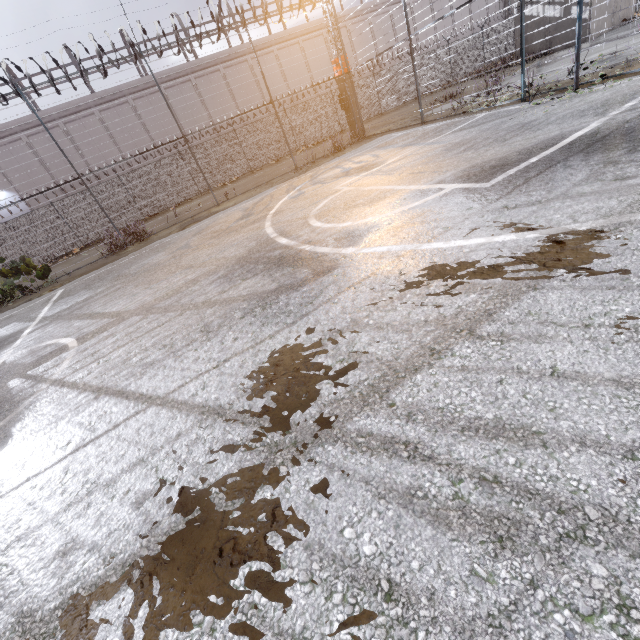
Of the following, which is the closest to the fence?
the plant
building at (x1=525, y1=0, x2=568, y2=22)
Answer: the plant

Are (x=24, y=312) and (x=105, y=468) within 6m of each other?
no

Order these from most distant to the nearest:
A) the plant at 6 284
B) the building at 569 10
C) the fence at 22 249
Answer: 1. the building at 569 10
2. the plant at 6 284
3. the fence at 22 249

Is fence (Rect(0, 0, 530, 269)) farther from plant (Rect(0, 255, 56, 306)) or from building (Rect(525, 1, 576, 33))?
building (Rect(525, 1, 576, 33))

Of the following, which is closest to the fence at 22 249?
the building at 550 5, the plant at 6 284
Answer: the plant at 6 284

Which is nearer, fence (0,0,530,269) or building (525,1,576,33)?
fence (0,0,530,269)
